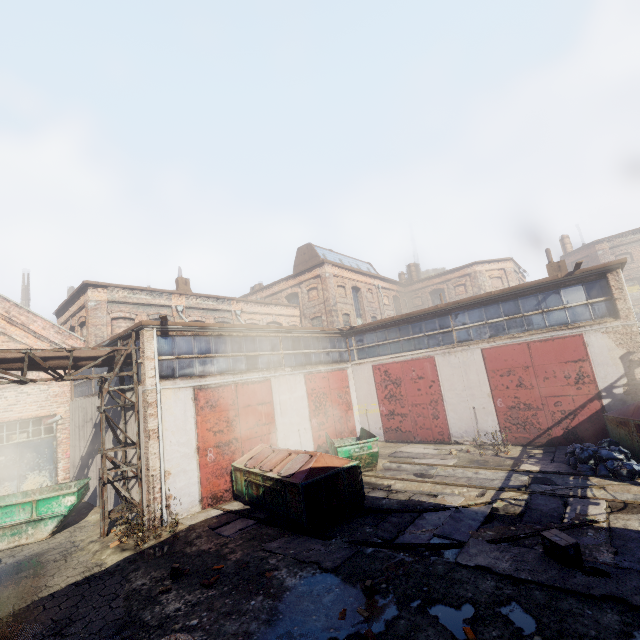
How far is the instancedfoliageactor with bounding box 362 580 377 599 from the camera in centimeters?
582cm

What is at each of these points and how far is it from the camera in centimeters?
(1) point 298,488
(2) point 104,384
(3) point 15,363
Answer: (1) trash container, 859cm
(2) scaffolding, 1118cm
(3) pipe, 927cm

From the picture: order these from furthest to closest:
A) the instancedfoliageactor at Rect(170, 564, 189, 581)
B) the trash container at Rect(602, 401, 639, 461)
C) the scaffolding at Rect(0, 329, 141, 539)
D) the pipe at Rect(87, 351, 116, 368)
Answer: the pipe at Rect(87, 351, 116, 368), the trash container at Rect(602, 401, 639, 461), the scaffolding at Rect(0, 329, 141, 539), the instancedfoliageactor at Rect(170, 564, 189, 581)

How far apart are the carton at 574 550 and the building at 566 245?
41.35m

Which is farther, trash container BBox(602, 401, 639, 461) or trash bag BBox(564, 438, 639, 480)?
trash container BBox(602, 401, 639, 461)

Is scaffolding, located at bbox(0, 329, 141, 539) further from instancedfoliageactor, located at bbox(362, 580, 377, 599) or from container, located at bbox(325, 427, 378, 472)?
instancedfoliageactor, located at bbox(362, 580, 377, 599)

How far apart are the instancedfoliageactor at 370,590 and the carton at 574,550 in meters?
3.3 m

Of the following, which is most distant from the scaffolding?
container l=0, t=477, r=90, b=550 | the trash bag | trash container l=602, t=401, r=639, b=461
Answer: trash container l=602, t=401, r=639, b=461
